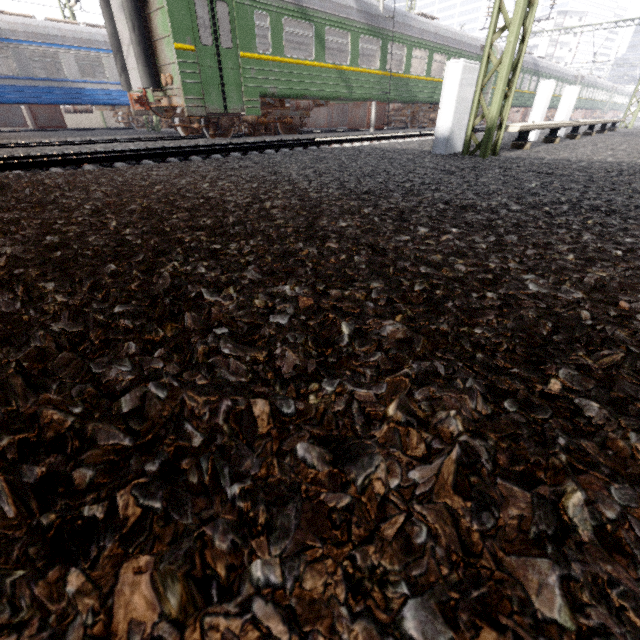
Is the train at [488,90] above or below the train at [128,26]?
above

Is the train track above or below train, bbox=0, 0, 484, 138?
below

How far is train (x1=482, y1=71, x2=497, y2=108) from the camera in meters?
20.2 m

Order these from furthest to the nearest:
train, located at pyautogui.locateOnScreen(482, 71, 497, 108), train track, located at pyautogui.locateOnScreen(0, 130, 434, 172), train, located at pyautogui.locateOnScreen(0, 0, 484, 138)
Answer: train, located at pyautogui.locateOnScreen(482, 71, 497, 108) → train, located at pyautogui.locateOnScreen(0, 0, 484, 138) → train track, located at pyautogui.locateOnScreen(0, 130, 434, 172)

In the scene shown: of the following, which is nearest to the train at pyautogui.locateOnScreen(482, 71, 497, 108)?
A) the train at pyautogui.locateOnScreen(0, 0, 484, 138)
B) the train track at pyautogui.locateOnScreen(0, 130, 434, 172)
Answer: the train at pyautogui.locateOnScreen(0, 0, 484, 138)

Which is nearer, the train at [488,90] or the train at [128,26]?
the train at [128,26]

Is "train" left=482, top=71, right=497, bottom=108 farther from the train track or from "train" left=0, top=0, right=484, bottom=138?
the train track

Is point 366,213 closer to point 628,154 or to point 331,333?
point 331,333
